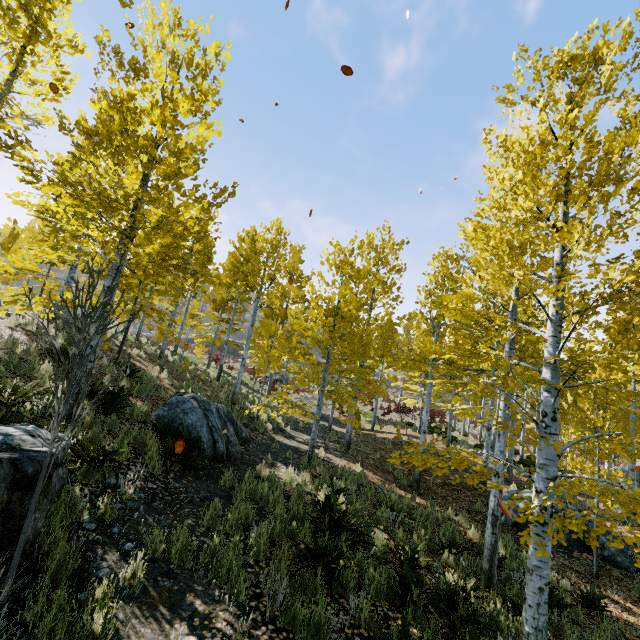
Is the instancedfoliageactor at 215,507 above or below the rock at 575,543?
above

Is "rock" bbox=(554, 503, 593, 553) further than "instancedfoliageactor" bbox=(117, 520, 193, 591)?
Yes

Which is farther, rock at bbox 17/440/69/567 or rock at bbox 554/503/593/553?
rock at bbox 554/503/593/553

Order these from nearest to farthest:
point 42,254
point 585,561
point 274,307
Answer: point 585,561
point 42,254
point 274,307

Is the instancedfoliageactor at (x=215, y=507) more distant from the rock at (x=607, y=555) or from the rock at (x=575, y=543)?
the rock at (x=607, y=555)

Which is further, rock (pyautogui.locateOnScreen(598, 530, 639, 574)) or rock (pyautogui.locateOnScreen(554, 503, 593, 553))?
rock (pyautogui.locateOnScreen(554, 503, 593, 553))

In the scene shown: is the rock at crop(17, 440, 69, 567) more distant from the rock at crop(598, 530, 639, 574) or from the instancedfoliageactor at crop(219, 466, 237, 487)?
the rock at crop(598, 530, 639, 574)

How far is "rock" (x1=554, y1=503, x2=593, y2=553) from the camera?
9.5 meters
